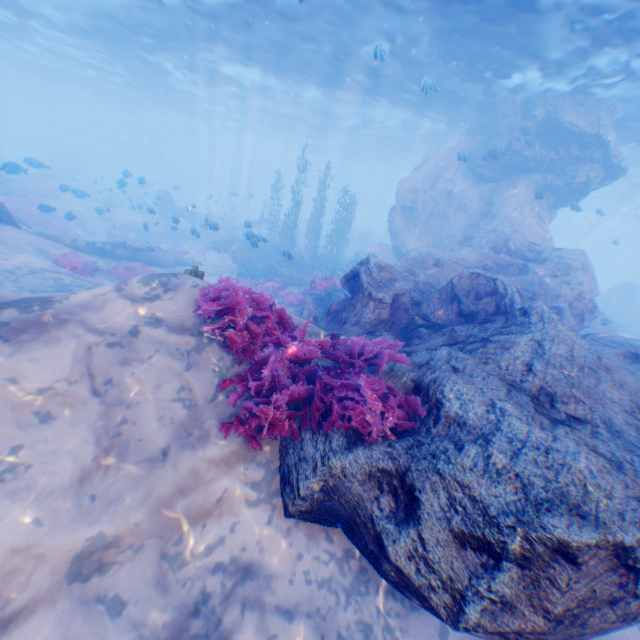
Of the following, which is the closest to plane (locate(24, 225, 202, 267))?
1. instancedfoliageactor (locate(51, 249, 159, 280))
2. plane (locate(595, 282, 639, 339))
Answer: instancedfoliageactor (locate(51, 249, 159, 280))

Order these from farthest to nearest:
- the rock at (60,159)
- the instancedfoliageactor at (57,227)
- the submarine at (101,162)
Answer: the submarine at (101,162), the rock at (60,159), the instancedfoliageactor at (57,227)

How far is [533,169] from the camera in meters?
17.5

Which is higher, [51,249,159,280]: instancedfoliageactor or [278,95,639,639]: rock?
[278,95,639,639]: rock

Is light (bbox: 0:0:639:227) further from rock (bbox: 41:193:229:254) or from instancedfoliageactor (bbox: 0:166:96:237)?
instancedfoliageactor (bbox: 0:166:96:237)

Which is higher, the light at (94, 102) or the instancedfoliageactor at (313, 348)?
the light at (94, 102)

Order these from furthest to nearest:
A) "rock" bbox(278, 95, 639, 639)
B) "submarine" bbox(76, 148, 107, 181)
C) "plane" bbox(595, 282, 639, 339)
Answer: "submarine" bbox(76, 148, 107, 181) → "plane" bbox(595, 282, 639, 339) → "rock" bbox(278, 95, 639, 639)

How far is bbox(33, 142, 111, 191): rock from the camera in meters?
23.0
